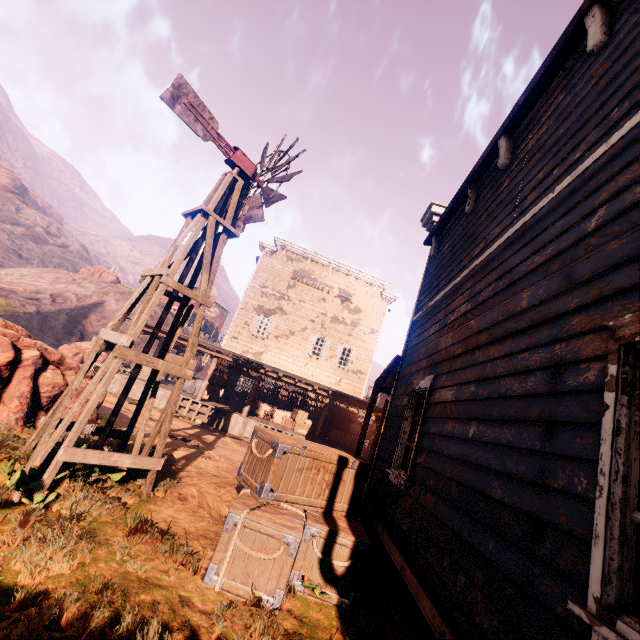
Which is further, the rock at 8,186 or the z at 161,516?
the rock at 8,186

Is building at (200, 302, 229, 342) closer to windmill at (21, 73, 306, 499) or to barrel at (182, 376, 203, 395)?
barrel at (182, 376, 203, 395)

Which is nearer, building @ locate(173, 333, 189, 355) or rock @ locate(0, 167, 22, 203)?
building @ locate(173, 333, 189, 355)

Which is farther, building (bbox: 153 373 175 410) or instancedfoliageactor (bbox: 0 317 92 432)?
building (bbox: 153 373 175 410)

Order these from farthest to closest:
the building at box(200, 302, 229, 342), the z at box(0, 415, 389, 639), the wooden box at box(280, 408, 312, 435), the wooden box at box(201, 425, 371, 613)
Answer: the building at box(200, 302, 229, 342)
the wooden box at box(280, 408, 312, 435)
the wooden box at box(201, 425, 371, 613)
the z at box(0, 415, 389, 639)

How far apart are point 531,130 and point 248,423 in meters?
15.9 m

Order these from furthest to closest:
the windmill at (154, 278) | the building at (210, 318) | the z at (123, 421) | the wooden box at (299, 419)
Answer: the building at (210, 318), the wooden box at (299, 419), the z at (123, 421), the windmill at (154, 278)

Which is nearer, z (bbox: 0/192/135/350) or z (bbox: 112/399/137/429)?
z (bbox: 112/399/137/429)
